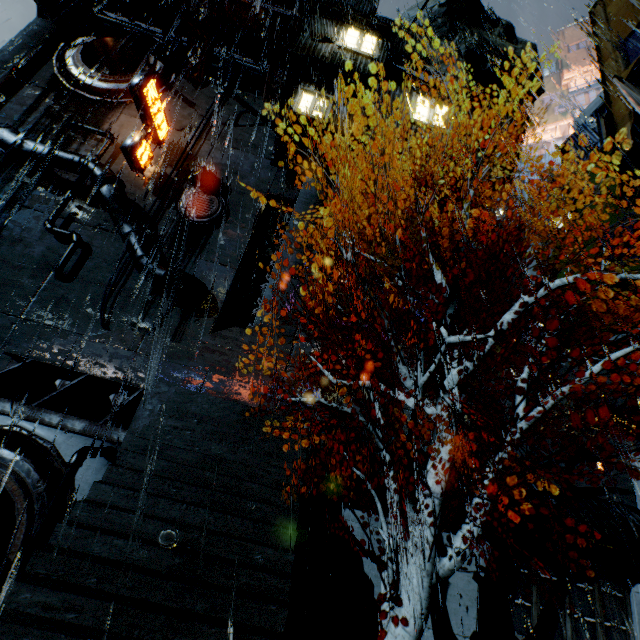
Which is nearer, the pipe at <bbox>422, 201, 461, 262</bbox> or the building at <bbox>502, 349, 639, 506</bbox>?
the building at <bbox>502, 349, 639, 506</bbox>

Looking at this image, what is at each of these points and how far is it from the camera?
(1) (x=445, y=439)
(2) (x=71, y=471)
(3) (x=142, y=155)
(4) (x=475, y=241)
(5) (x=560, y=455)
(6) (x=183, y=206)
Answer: (1) tree, 7.2 meters
(2) pipe, 7.6 meters
(3) sign, 20.4 meters
(4) pipe, 20.3 meters
(5) building, 11.0 meters
(6) building vent, 20.8 meters

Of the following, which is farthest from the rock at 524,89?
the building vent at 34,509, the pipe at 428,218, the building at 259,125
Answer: the building vent at 34,509

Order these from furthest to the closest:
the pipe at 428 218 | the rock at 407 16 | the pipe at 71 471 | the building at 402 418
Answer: the rock at 407 16 → the pipe at 428 218 → the building at 402 418 → the pipe at 71 471

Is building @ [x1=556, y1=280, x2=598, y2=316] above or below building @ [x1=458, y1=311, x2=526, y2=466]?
above

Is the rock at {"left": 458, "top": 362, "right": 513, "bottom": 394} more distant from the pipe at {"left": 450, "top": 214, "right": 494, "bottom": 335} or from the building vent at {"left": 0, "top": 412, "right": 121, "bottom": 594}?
the building vent at {"left": 0, "top": 412, "right": 121, "bottom": 594}

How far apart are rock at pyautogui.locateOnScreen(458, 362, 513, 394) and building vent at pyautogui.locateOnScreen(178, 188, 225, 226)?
17.96m
